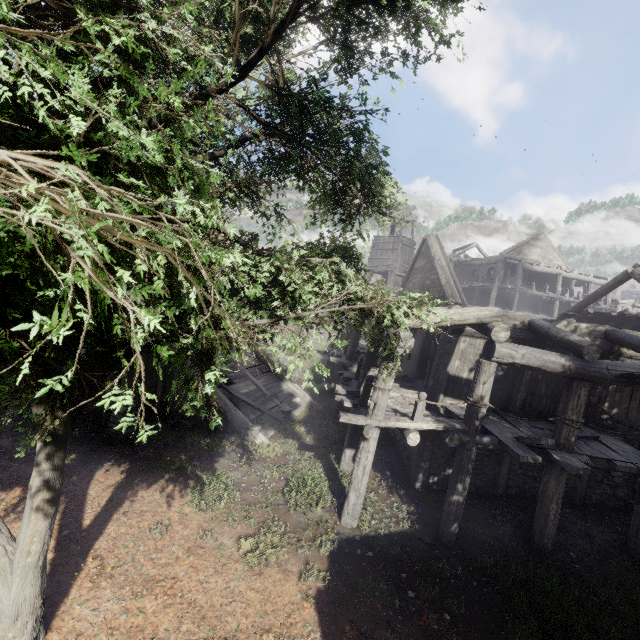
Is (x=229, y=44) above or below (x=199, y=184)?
above

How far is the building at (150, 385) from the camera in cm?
1288

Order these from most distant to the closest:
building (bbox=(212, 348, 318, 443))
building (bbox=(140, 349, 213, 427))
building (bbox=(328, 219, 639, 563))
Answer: building (bbox=(140, 349, 213, 427)) → building (bbox=(212, 348, 318, 443)) → building (bbox=(328, 219, 639, 563))

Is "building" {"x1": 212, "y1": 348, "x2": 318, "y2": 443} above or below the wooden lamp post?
above

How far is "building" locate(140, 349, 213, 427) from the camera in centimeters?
1288cm

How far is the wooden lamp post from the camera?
10.9m
